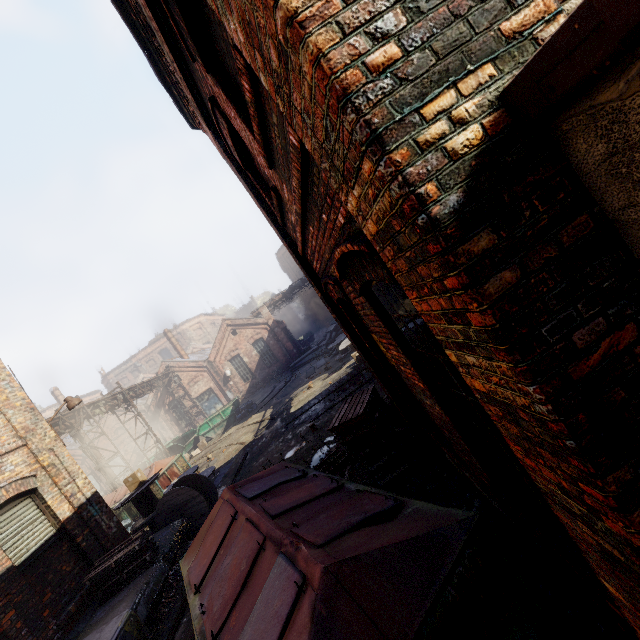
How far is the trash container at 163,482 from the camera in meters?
14.1

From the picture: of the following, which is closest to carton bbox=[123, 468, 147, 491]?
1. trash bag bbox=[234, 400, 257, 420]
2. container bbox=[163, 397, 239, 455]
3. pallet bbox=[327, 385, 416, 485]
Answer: pallet bbox=[327, 385, 416, 485]

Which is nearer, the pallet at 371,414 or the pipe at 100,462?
the pallet at 371,414

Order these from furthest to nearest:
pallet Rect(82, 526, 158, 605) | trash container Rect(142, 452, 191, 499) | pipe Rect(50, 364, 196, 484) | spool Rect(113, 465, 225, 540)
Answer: pipe Rect(50, 364, 196, 484) < trash container Rect(142, 452, 191, 499) < spool Rect(113, 465, 225, 540) < pallet Rect(82, 526, 158, 605)

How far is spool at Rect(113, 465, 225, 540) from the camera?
9.3m

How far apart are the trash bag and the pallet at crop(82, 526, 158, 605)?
14.5 meters

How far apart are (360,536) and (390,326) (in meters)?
1.88

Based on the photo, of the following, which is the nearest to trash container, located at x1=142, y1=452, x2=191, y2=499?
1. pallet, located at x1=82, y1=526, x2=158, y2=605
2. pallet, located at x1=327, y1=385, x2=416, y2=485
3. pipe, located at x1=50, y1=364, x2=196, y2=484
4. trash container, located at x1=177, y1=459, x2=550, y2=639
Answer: pipe, located at x1=50, y1=364, x2=196, y2=484
